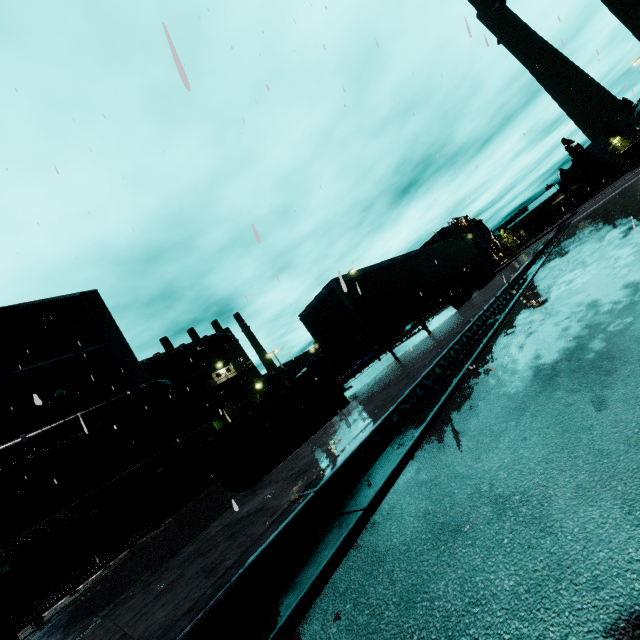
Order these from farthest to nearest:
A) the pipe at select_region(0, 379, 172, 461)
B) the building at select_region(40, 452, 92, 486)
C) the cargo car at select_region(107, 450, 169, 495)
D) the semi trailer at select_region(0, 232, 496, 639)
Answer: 1. the building at select_region(40, 452, 92, 486)
2. the pipe at select_region(0, 379, 172, 461)
3. the cargo car at select_region(107, 450, 169, 495)
4. the semi trailer at select_region(0, 232, 496, 639)

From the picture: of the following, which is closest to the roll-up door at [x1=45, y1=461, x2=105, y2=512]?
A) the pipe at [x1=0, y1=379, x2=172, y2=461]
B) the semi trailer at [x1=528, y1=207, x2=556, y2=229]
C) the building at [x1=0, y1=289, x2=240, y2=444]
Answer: the building at [x1=0, y1=289, x2=240, y2=444]

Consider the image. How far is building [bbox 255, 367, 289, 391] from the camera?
34.5m

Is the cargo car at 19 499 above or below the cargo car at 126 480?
above

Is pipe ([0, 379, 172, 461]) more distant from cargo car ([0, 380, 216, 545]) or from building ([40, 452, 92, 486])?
cargo car ([0, 380, 216, 545])

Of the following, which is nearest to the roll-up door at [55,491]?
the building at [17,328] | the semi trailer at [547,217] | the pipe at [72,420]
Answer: the building at [17,328]

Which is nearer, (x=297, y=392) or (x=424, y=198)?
(x=297, y=392)

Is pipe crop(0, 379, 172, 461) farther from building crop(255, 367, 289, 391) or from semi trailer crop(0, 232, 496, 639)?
semi trailer crop(0, 232, 496, 639)
